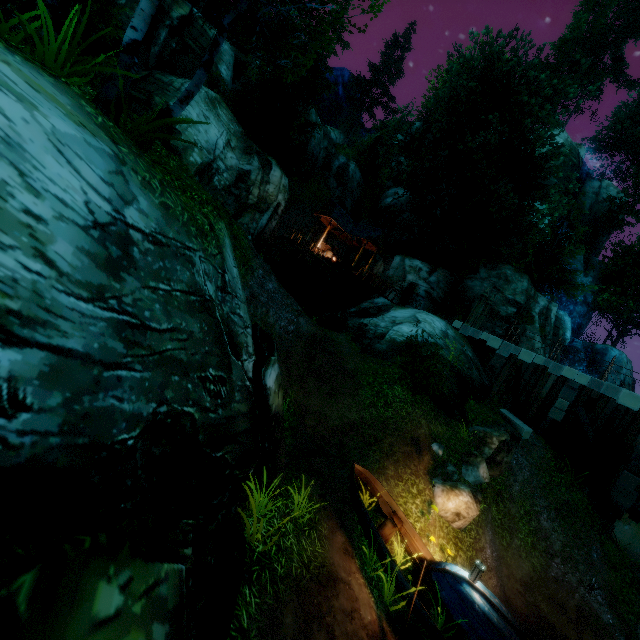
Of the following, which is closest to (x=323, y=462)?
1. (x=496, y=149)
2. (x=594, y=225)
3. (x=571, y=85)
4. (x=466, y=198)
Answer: (x=466, y=198)

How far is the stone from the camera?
15.0m

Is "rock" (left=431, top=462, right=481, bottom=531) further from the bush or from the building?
the building

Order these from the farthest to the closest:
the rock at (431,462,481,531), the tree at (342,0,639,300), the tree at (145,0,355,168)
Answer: the tree at (342,0,639,300) < the rock at (431,462,481,531) < the tree at (145,0,355,168)

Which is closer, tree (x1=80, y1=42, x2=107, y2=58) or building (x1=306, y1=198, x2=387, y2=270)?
tree (x1=80, y1=42, x2=107, y2=58)

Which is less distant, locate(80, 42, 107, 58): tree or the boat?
the boat

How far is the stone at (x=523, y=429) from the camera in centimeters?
1496cm

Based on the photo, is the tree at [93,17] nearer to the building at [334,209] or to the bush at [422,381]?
the building at [334,209]
